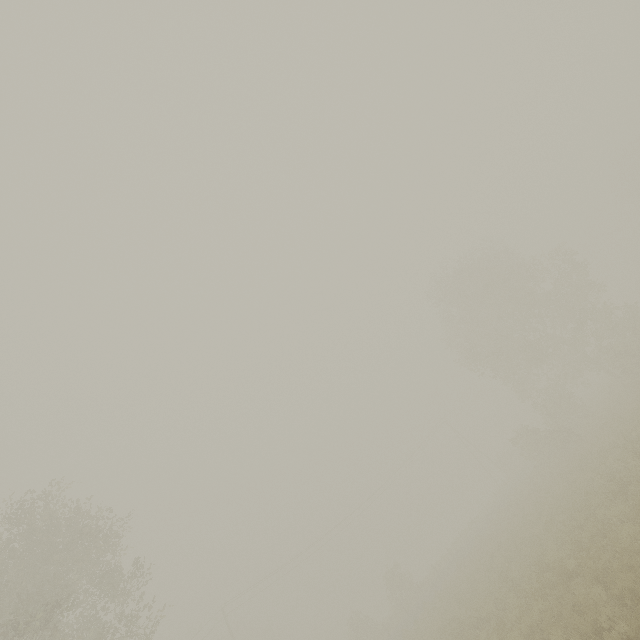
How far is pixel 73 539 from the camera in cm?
1548
